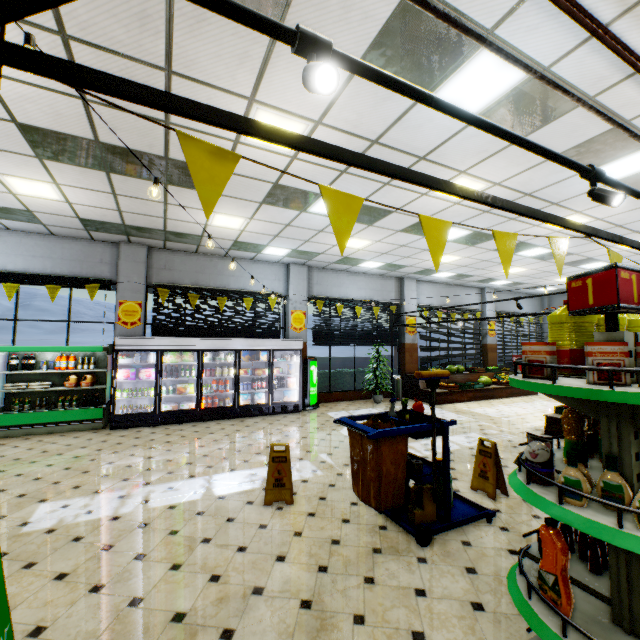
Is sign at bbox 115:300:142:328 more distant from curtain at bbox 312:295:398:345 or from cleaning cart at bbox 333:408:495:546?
cleaning cart at bbox 333:408:495:546

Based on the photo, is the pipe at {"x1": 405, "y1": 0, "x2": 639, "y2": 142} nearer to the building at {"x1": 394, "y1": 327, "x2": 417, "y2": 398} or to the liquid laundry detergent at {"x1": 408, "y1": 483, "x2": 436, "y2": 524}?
the building at {"x1": 394, "y1": 327, "x2": 417, "y2": 398}

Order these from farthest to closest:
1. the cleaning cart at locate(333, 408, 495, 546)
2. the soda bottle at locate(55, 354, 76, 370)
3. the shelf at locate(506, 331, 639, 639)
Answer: the soda bottle at locate(55, 354, 76, 370), the cleaning cart at locate(333, 408, 495, 546), the shelf at locate(506, 331, 639, 639)

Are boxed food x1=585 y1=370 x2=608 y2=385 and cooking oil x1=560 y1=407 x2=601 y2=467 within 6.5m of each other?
yes

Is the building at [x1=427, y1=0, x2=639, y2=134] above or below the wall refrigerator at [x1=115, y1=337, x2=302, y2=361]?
above

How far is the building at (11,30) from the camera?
2.9 meters

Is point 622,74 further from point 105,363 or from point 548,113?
point 105,363

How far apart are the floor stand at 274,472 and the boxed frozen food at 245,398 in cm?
519
